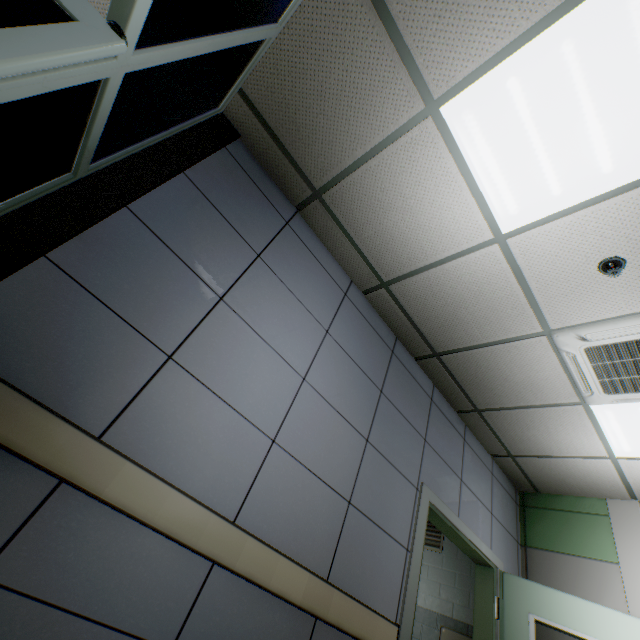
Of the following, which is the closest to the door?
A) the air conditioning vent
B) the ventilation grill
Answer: the ventilation grill

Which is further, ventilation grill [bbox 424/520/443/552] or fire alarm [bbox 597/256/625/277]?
ventilation grill [bbox 424/520/443/552]

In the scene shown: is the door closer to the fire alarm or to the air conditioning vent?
the air conditioning vent

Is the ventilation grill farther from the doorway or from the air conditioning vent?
the doorway

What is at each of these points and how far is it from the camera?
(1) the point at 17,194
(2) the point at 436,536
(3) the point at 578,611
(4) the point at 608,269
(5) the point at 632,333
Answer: (1) doorway, 1.4m
(2) ventilation grill, 4.9m
(3) door, 3.1m
(4) fire alarm, 2.2m
(5) air conditioning vent, 2.4m

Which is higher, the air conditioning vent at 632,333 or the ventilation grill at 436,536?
the air conditioning vent at 632,333

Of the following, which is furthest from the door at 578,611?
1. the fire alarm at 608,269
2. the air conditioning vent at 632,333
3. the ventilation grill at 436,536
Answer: the fire alarm at 608,269

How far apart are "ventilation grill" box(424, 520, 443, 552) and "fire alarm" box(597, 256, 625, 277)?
4.40m
